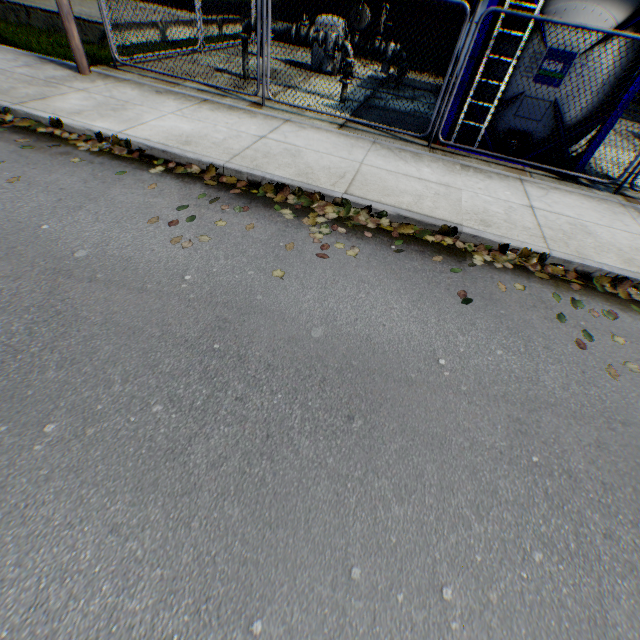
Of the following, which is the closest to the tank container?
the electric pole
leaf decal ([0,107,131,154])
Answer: leaf decal ([0,107,131,154])

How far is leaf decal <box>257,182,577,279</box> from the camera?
4.3m

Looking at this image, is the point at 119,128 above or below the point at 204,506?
above

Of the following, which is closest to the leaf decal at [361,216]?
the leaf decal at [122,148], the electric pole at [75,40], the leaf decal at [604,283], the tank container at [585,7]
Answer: the leaf decal at [604,283]

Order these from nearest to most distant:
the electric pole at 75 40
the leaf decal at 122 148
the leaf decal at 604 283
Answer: the leaf decal at 604 283 < the leaf decal at 122 148 < the electric pole at 75 40

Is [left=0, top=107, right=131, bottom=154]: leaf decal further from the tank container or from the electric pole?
the tank container

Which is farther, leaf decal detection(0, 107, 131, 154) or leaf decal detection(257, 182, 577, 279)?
leaf decal detection(0, 107, 131, 154)

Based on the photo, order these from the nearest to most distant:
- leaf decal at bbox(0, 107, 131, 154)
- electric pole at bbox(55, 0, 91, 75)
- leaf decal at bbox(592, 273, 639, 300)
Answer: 1. leaf decal at bbox(592, 273, 639, 300)
2. leaf decal at bbox(0, 107, 131, 154)
3. electric pole at bbox(55, 0, 91, 75)
